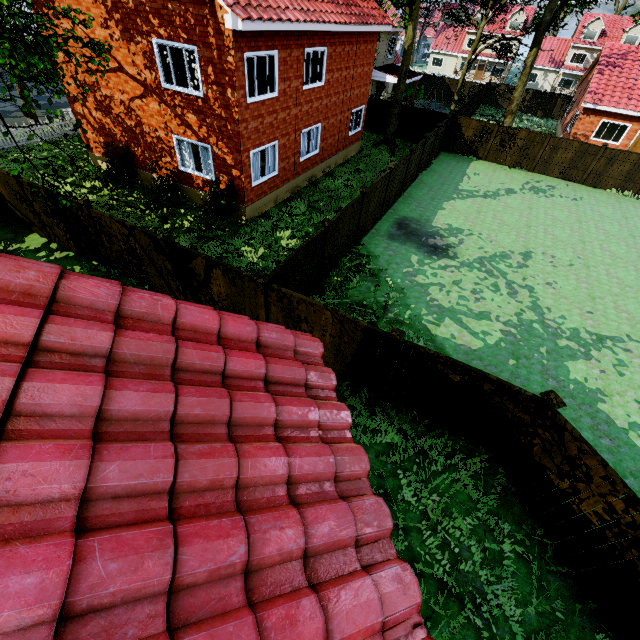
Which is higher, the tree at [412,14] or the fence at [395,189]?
the tree at [412,14]

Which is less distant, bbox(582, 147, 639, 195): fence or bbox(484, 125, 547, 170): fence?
bbox(582, 147, 639, 195): fence

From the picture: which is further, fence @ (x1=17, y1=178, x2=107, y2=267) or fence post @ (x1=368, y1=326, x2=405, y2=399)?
fence @ (x1=17, y1=178, x2=107, y2=267)

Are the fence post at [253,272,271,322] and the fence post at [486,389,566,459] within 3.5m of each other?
no

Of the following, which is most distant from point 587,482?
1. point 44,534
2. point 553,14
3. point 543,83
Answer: point 543,83

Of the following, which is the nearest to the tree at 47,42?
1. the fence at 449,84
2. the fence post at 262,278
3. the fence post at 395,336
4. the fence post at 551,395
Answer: the fence at 449,84

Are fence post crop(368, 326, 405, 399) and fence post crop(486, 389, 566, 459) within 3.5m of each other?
yes
